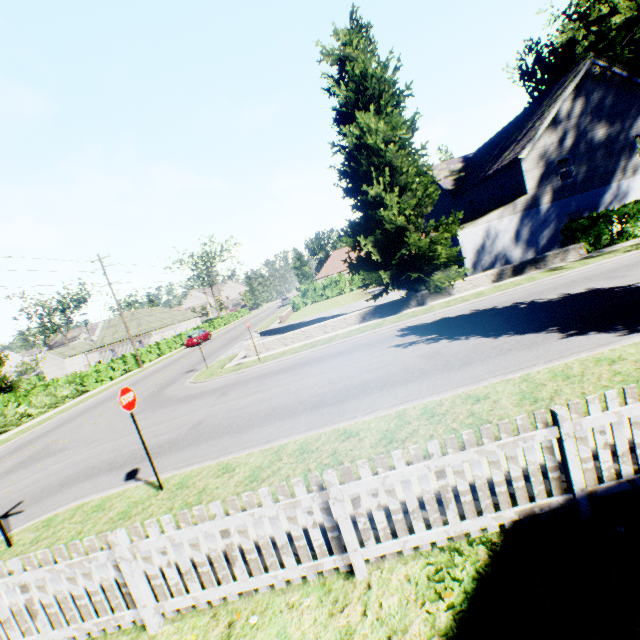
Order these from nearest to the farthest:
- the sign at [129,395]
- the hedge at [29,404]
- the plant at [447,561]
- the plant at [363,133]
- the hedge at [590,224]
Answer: the plant at [447,561] < the sign at [129,395] < the plant at [363,133] < the hedge at [590,224] < the hedge at [29,404]

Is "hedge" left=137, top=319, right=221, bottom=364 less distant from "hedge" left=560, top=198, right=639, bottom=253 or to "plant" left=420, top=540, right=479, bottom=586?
"hedge" left=560, top=198, right=639, bottom=253

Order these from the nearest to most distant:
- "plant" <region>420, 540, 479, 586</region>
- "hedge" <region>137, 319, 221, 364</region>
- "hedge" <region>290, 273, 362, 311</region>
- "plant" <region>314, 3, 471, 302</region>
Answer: "plant" <region>420, 540, 479, 586</region>
"plant" <region>314, 3, 471, 302</region>
"hedge" <region>137, 319, 221, 364</region>
"hedge" <region>290, 273, 362, 311</region>

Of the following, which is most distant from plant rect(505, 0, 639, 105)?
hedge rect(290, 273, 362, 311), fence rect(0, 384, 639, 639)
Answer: hedge rect(290, 273, 362, 311)

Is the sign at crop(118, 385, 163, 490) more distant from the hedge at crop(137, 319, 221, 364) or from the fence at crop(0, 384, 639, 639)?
the hedge at crop(137, 319, 221, 364)

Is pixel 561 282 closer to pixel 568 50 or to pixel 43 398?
pixel 568 50

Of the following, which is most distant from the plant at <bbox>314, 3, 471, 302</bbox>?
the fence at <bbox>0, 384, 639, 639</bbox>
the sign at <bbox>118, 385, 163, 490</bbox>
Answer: the sign at <bbox>118, 385, 163, 490</bbox>

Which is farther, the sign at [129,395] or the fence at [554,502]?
the sign at [129,395]
